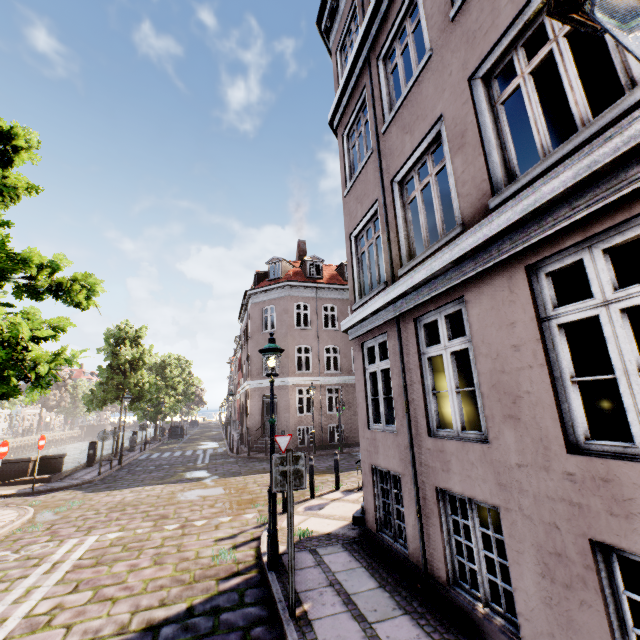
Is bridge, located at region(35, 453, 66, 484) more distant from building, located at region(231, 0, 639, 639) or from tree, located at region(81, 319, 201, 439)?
building, located at region(231, 0, 639, 639)

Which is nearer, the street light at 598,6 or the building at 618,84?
the street light at 598,6

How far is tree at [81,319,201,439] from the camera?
19.9 meters

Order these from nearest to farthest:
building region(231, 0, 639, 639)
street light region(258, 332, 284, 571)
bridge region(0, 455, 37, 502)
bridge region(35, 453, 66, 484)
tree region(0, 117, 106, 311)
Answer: building region(231, 0, 639, 639) → street light region(258, 332, 284, 571) → tree region(0, 117, 106, 311) → bridge region(0, 455, 37, 502) → bridge region(35, 453, 66, 484)

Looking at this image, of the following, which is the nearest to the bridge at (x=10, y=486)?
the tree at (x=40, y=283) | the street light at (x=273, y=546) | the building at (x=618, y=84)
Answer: the tree at (x=40, y=283)

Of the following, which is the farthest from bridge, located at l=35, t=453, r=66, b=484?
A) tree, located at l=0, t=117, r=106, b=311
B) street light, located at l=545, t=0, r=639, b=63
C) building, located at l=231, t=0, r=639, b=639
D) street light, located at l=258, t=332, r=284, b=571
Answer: street light, located at l=545, t=0, r=639, b=63

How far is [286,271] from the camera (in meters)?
23.97
